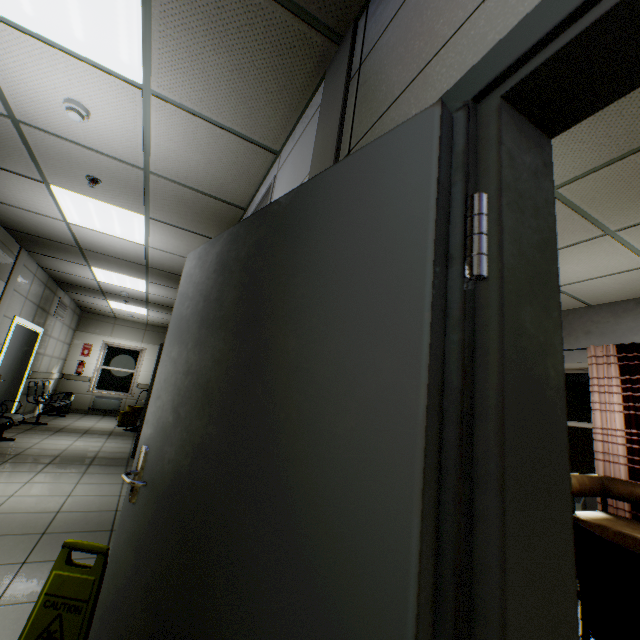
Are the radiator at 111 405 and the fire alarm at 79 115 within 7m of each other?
no

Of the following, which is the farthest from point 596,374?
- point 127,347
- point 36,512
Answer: point 127,347

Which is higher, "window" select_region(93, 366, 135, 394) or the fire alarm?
the fire alarm

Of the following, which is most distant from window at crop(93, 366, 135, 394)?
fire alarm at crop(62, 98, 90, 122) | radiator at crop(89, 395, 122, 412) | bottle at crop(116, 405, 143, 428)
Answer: fire alarm at crop(62, 98, 90, 122)

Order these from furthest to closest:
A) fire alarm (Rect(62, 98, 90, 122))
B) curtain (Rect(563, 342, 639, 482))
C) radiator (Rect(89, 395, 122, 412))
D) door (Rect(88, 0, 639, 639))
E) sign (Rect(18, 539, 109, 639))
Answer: radiator (Rect(89, 395, 122, 412))
curtain (Rect(563, 342, 639, 482))
fire alarm (Rect(62, 98, 90, 122))
sign (Rect(18, 539, 109, 639))
door (Rect(88, 0, 639, 639))

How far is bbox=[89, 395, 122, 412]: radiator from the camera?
10.57m

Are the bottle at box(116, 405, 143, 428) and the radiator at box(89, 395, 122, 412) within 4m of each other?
yes

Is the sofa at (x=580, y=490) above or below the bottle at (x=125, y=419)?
above
